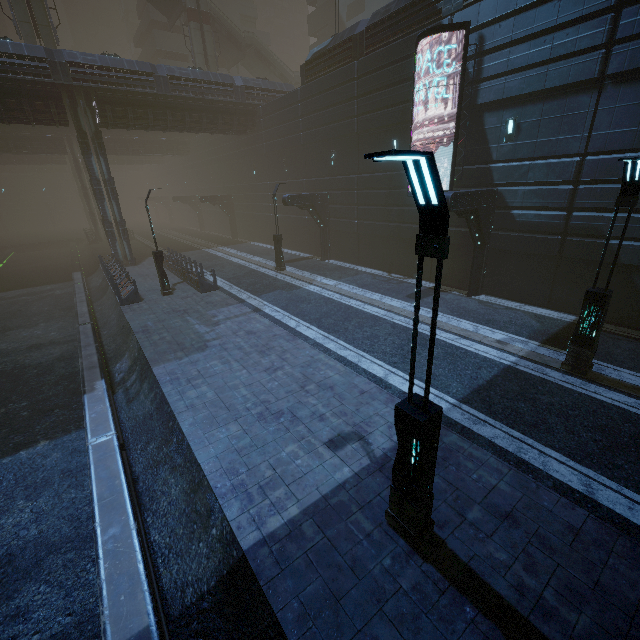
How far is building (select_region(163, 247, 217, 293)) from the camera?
18.4 meters

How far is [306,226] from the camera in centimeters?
2661cm

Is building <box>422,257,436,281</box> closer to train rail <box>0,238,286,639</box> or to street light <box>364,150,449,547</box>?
train rail <box>0,238,286,639</box>

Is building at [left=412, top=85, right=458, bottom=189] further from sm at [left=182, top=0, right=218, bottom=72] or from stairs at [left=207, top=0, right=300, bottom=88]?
sm at [left=182, top=0, right=218, bottom=72]

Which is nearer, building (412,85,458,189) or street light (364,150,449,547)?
street light (364,150,449,547)

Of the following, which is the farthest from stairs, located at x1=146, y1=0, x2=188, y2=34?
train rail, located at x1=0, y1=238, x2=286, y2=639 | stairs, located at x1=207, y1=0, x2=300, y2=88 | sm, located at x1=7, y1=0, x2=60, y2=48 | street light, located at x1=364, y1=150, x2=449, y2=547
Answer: street light, located at x1=364, y1=150, x2=449, y2=547

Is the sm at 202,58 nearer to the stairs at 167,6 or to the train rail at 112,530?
the stairs at 167,6

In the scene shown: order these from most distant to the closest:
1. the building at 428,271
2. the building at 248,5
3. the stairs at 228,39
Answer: the building at 248,5
the stairs at 228,39
the building at 428,271
